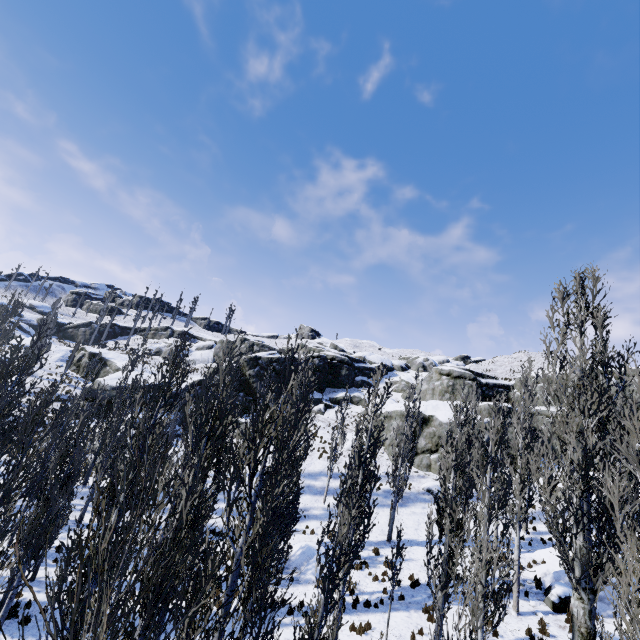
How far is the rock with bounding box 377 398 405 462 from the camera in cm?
3219

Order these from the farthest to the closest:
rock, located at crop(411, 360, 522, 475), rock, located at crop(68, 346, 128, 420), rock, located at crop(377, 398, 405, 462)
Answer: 1. rock, located at crop(68, 346, 128, 420)
2. rock, located at crop(377, 398, 405, 462)
3. rock, located at crop(411, 360, 522, 475)

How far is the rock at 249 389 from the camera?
41.7 meters

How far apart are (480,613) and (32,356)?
19.3m

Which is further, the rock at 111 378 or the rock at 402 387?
the rock at 402 387

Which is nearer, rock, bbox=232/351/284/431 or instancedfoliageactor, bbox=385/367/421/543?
instancedfoliageactor, bbox=385/367/421/543
